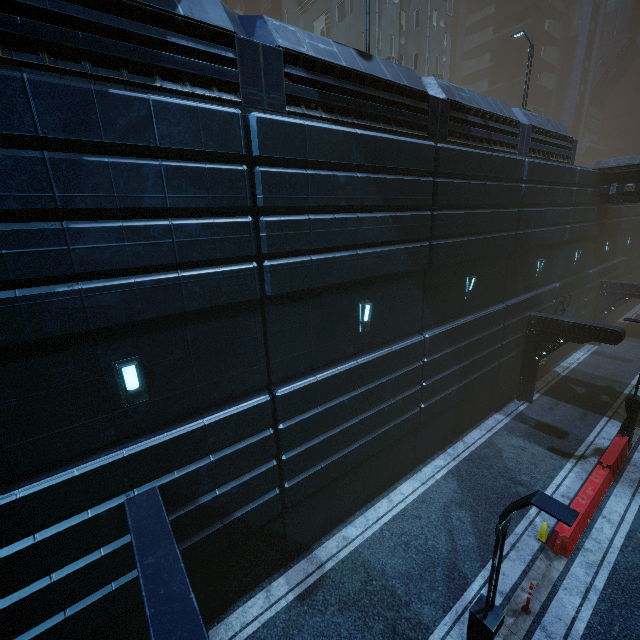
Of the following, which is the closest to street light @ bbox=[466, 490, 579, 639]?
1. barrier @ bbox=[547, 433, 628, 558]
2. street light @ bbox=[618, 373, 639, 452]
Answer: barrier @ bbox=[547, 433, 628, 558]

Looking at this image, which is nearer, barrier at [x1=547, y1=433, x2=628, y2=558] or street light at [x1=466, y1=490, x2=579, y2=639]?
street light at [x1=466, y1=490, x2=579, y2=639]

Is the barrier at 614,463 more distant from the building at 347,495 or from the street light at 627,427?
the building at 347,495

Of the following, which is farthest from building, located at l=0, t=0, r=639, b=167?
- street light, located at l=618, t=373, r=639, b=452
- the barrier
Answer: the barrier

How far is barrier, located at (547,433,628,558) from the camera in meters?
9.5 m

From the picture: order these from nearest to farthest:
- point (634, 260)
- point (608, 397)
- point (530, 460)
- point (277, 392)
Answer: point (277, 392) → point (530, 460) → point (608, 397) → point (634, 260)
